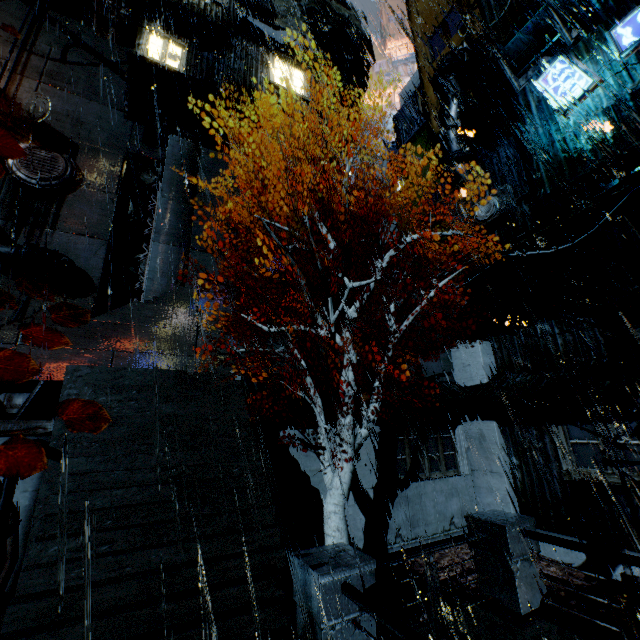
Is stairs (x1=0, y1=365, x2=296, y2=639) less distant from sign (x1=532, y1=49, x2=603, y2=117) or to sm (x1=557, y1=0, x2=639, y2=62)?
sm (x1=557, y1=0, x2=639, y2=62)

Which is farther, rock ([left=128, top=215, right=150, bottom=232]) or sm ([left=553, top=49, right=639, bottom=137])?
rock ([left=128, top=215, right=150, bottom=232])

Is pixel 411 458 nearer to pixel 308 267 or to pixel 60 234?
pixel 308 267

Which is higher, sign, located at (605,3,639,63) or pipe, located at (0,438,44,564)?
sign, located at (605,3,639,63)

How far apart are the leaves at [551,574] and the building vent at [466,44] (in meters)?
26.41

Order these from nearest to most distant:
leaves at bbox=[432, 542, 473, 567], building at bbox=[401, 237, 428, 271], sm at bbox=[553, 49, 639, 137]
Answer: sm at bbox=[553, 49, 639, 137], leaves at bbox=[432, 542, 473, 567], building at bbox=[401, 237, 428, 271]

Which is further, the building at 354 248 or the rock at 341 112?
the rock at 341 112

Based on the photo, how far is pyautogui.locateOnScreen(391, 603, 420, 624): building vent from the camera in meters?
7.6
